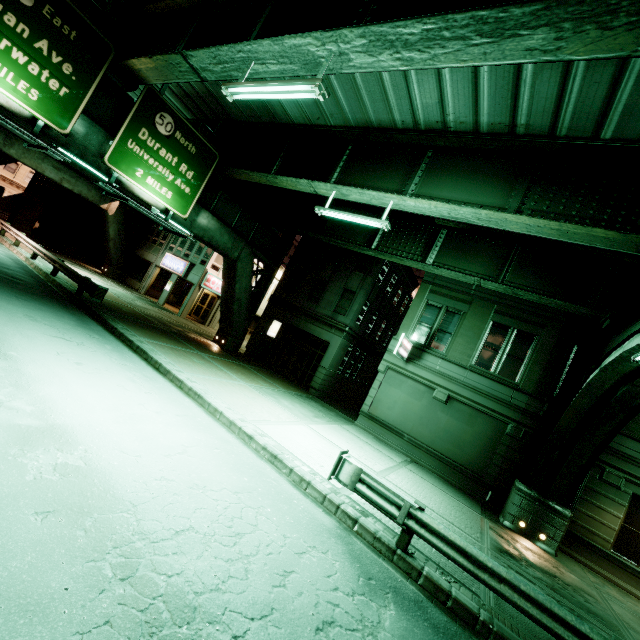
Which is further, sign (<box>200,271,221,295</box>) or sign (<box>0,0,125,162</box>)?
sign (<box>200,271,221,295</box>)

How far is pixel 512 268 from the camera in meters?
14.7

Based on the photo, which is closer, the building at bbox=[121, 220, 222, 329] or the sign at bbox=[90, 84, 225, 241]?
the sign at bbox=[90, 84, 225, 241]

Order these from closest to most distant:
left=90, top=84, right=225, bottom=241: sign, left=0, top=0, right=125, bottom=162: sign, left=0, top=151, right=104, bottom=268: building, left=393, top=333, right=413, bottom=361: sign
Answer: left=0, top=0, right=125, bottom=162: sign < left=90, top=84, right=225, bottom=241: sign < left=393, top=333, right=413, bottom=361: sign < left=0, top=151, right=104, bottom=268: building

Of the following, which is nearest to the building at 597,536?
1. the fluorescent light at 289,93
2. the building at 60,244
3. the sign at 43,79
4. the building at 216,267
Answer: the building at 216,267

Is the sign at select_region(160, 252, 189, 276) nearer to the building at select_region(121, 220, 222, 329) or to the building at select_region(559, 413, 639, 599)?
the building at select_region(121, 220, 222, 329)

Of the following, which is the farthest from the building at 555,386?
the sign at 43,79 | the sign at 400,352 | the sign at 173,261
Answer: the sign at 173,261

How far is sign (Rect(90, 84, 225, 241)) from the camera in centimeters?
1280cm
